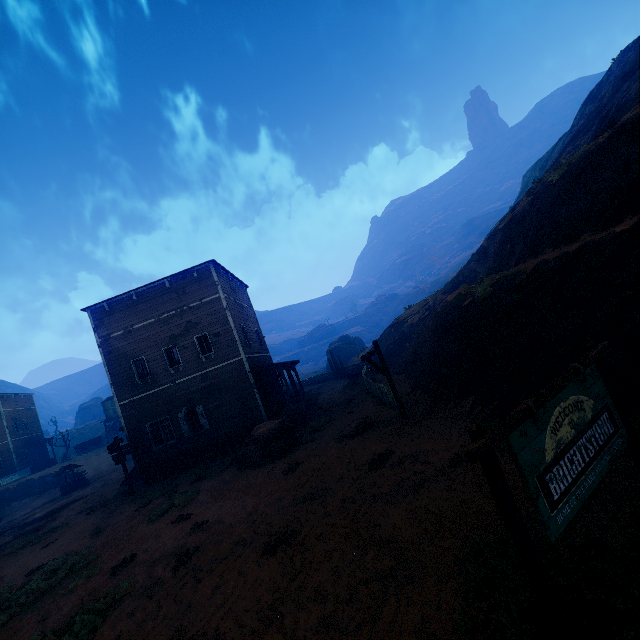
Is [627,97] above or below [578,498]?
above

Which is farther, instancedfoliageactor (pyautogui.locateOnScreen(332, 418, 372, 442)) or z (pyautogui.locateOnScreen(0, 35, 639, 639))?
instancedfoliageactor (pyautogui.locateOnScreen(332, 418, 372, 442))

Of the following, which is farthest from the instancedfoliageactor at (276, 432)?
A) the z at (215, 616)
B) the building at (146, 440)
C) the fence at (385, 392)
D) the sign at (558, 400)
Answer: the sign at (558, 400)

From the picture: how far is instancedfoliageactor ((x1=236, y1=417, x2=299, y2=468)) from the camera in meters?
13.7

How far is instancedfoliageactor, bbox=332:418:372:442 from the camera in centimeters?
1239cm

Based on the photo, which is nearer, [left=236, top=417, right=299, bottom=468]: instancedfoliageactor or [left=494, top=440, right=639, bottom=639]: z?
[left=494, top=440, right=639, bottom=639]: z

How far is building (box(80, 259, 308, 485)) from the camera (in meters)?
18.53

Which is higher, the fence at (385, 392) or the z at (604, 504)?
the fence at (385, 392)
